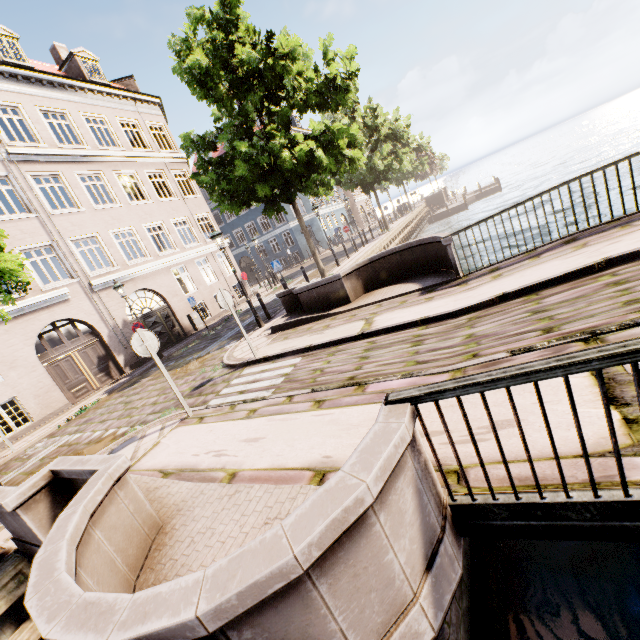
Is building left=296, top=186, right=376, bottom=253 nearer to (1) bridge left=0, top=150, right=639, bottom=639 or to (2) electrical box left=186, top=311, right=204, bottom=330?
(2) electrical box left=186, top=311, right=204, bottom=330

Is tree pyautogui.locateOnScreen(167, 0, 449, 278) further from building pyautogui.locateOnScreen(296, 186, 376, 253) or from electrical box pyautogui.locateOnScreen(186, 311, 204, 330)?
electrical box pyautogui.locateOnScreen(186, 311, 204, 330)

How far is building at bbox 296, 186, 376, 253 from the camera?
36.2 meters

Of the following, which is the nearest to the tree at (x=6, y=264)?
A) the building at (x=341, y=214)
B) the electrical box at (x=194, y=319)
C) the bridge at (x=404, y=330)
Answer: the bridge at (x=404, y=330)

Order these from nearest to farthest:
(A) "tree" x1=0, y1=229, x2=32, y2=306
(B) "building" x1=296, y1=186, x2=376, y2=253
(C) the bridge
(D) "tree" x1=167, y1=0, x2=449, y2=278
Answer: (C) the bridge, (A) "tree" x1=0, y1=229, x2=32, y2=306, (D) "tree" x1=167, y1=0, x2=449, y2=278, (B) "building" x1=296, y1=186, x2=376, y2=253

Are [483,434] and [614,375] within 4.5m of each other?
yes

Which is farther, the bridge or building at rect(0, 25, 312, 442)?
building at rect(0, 25, 312, 442)

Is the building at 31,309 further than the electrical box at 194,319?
No
